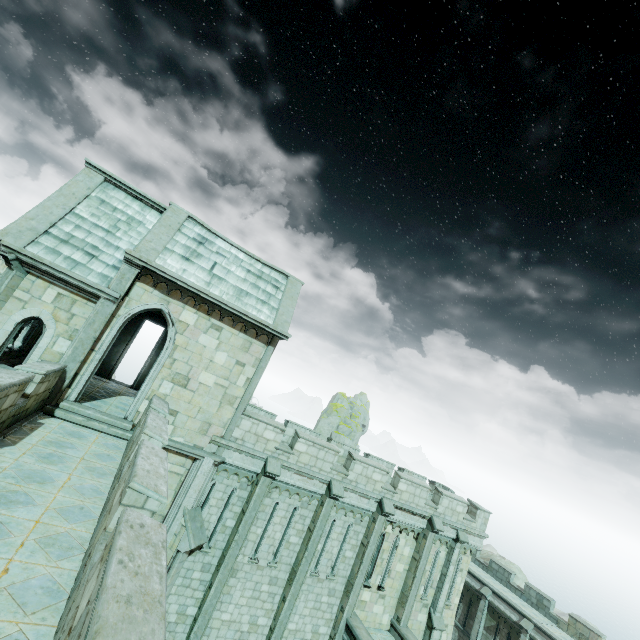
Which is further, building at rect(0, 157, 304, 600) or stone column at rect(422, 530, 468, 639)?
stone column at rect(422, 530, 468, 639)

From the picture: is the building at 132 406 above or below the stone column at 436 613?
above

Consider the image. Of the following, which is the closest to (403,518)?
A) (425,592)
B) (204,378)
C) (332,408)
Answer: (425,592)

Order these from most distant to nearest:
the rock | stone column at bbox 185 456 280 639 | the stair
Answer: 1. the rock
2. stone column at bbox 185 456 280 639
3. the stair

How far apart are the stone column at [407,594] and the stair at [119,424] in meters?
15.5 m

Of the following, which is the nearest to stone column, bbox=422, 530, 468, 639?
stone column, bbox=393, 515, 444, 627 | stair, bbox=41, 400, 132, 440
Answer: stone column, bbox=393, 515, 444, 627

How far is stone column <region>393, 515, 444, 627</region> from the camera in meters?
16.3

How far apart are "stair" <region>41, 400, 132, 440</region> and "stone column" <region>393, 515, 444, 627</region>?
15.5 meters
